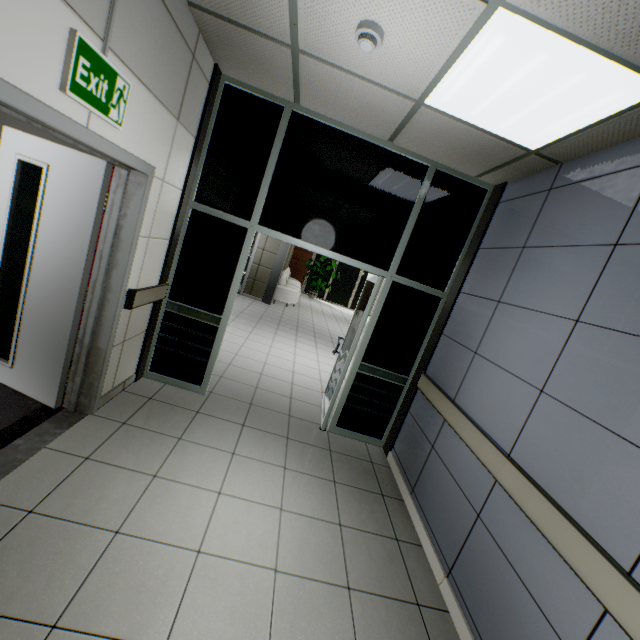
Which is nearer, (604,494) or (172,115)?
(604,494)

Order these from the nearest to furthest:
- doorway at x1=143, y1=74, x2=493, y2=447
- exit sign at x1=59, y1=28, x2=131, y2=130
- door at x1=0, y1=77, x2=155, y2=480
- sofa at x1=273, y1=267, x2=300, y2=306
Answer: exit sign at x1=59, y1=28, x2=131, y2=130, door at x1=0, y1=77, x2=155, y2=480, doorway at x1=143, y1=74, x2=493, y2=447, sofa at x1=273, y1=267, x2=300, y2=306

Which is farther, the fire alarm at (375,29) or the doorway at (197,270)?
the doorway at (197,270)

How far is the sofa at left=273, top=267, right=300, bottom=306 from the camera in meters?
10.9 m

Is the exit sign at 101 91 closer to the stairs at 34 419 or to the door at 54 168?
the door at 54 168

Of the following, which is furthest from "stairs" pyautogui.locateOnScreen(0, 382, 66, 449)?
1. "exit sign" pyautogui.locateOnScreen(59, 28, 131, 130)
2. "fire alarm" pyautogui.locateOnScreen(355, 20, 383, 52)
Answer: "fire alarm" pyautogui.locateOnScreen(355, 20, 383, 52)

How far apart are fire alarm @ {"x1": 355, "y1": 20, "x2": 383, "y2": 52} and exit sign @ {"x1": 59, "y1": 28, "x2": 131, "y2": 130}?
1.4 meters

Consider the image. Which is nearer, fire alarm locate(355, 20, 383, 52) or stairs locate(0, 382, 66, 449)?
fire alarm locate(355, 20, 383, 52)
